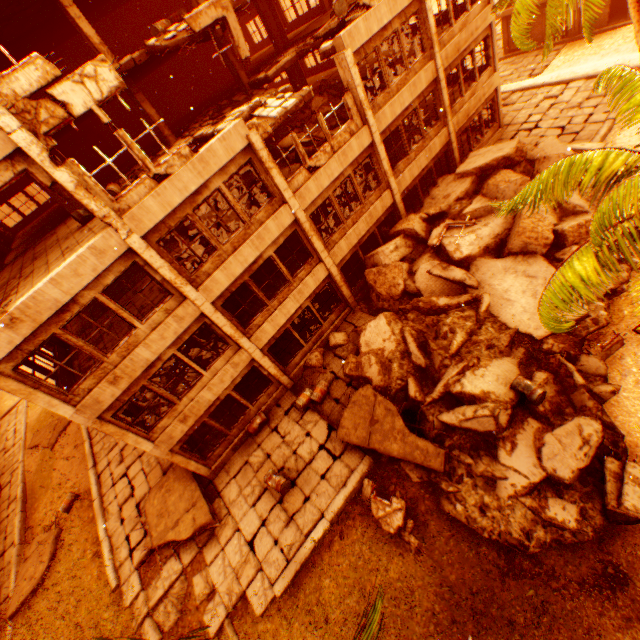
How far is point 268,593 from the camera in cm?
1005

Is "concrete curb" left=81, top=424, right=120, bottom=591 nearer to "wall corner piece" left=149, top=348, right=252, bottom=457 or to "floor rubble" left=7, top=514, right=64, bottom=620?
"floor rubble" left=7, top=514, right=64, bottom=620

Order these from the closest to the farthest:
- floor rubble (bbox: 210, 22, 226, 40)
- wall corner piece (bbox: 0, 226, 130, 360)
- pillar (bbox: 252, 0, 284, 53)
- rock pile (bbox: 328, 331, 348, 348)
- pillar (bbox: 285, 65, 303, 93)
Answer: wall corner piece (bbox: 0, 226, 130, 360) → floor rubble (bbox: 210, 22, 226, 40) → rock pile (bbox: 328, 331, 348, 348) → pillar (bbox: 252, 0, 284, 53) → pillar (bbox: 285, 65, 303, 93)

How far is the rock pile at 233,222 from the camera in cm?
1237

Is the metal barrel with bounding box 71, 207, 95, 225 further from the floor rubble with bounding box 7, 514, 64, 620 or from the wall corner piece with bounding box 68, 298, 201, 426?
the floor rubble with bounding box 7, 514, 64, 620

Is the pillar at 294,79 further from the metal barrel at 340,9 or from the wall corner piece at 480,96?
the wall corner piece at 480,96

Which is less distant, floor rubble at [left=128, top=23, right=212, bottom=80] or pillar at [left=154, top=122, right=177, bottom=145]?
floor rubble at [left=128, top=23, right=212, bottom=80]

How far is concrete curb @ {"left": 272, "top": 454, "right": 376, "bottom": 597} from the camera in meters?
10.0 m
